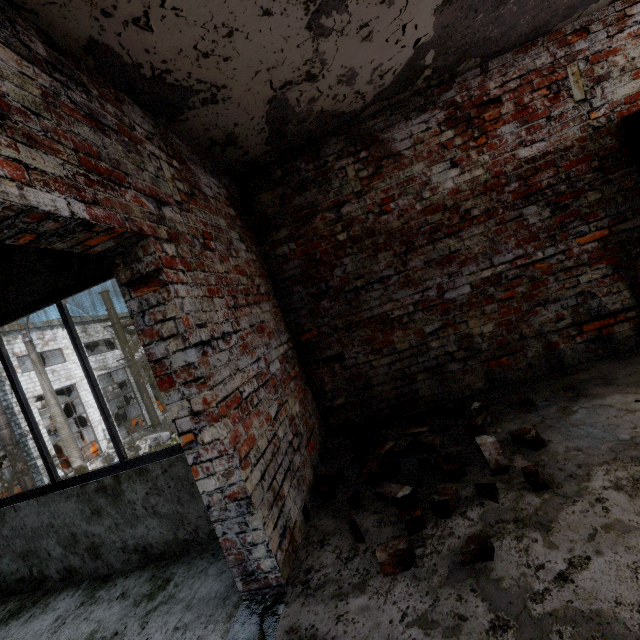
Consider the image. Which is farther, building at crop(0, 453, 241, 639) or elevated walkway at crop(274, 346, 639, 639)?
building at crop(0, 453, 241, 639)

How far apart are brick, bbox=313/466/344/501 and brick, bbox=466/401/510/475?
1.14m

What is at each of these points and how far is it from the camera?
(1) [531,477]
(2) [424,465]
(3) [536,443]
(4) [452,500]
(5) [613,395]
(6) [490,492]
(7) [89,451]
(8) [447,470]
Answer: (1) brick, 1.9 meters
(2) brick, 2.4 meters
(3) brick, 2.3 meters
(4) brick, 2.0 meters
(5) elevated walkway, 2.6 meters
(6) brick, 2.0 meters
(7) cable machine, 23.8 meters
(8) brick, 2.3 meters

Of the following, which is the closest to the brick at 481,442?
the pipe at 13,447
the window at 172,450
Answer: the window at 172,450

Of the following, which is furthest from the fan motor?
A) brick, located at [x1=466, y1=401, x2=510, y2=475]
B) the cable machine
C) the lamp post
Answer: brick, located at [x1=466, y1=401, x2=510, y2=475]

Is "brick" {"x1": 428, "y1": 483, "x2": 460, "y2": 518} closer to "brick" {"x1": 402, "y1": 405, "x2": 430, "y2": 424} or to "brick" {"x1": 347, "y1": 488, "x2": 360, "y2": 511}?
"brick" {"x1": 347, "y1": 488, "x2": 360, "y2": 511}

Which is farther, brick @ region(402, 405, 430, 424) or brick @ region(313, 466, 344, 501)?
brick @ region(402, 405, 430, 424)

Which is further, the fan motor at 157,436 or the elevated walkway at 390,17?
the fan motor at 157,436
